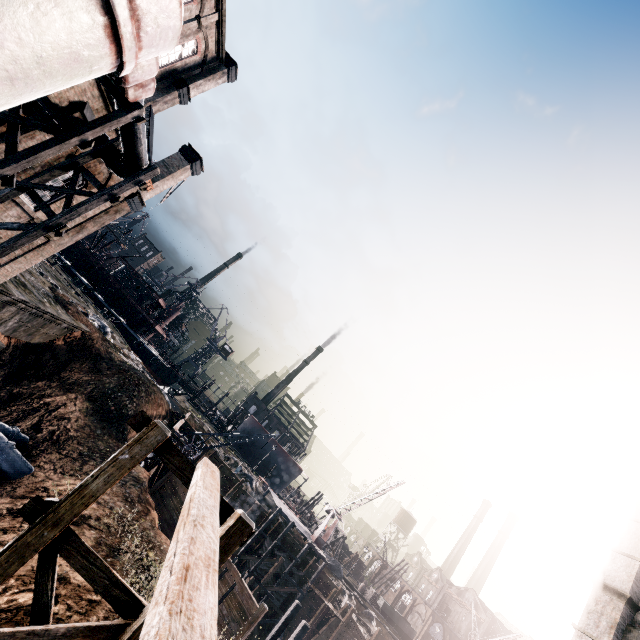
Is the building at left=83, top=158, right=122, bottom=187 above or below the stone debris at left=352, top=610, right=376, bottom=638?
above

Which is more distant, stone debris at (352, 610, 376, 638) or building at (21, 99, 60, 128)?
stone debris at (352, 610, 376, 638)

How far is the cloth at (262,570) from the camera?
35.1m

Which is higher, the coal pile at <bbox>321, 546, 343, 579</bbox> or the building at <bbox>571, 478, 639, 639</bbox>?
the building at <bbox>571, 478, 639, 639</bbox>

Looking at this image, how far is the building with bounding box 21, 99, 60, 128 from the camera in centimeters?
1149cm

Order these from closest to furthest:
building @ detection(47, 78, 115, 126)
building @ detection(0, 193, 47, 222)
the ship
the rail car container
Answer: building @ detection(47, 78, 115, 126) < building @ detection(0, 193, 47, 222) < the rail car container < the ship

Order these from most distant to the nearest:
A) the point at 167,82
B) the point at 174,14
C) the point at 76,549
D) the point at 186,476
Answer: the point at 167,82
the point at 174,14
the point at 186,476
the point at 76,549

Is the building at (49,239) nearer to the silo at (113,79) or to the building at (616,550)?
the silo at (113,79)
